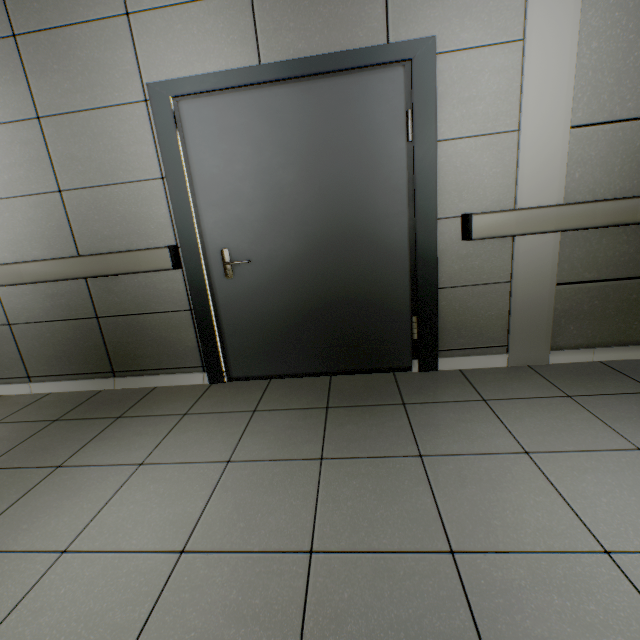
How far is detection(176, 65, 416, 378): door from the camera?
2.09m

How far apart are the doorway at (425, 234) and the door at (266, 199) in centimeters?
1cm

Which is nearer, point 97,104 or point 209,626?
point 209,626

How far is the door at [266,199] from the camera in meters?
2.1

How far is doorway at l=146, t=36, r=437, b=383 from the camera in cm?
199

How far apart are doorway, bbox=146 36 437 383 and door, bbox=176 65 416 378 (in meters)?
0.01
